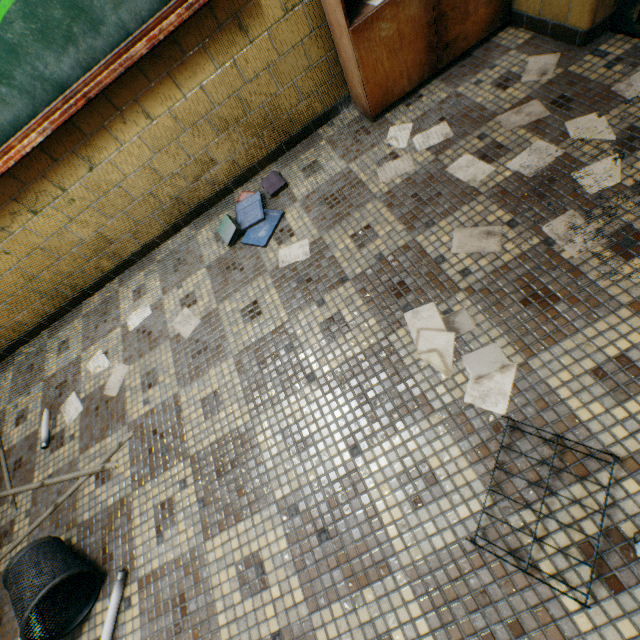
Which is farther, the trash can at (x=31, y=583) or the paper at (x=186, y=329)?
the paper at (x=186, y=329)

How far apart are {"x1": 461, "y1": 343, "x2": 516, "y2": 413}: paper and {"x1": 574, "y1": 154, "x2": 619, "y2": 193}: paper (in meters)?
0.76

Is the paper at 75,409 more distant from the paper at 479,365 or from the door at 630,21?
the door at 630,21

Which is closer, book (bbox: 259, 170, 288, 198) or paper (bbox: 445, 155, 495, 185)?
paper (bbox: 445, 155, 495, 185)

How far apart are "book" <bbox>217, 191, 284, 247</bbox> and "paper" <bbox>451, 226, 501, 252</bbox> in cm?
111

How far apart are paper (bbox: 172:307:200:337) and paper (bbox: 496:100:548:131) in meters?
2.1 m

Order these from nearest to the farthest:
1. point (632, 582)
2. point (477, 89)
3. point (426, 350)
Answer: point (632, 582) < point (426, 350) < point (477, 89)

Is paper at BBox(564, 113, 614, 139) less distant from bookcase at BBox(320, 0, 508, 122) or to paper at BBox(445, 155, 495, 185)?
paper at BBox(445, 155, 495, 185)
